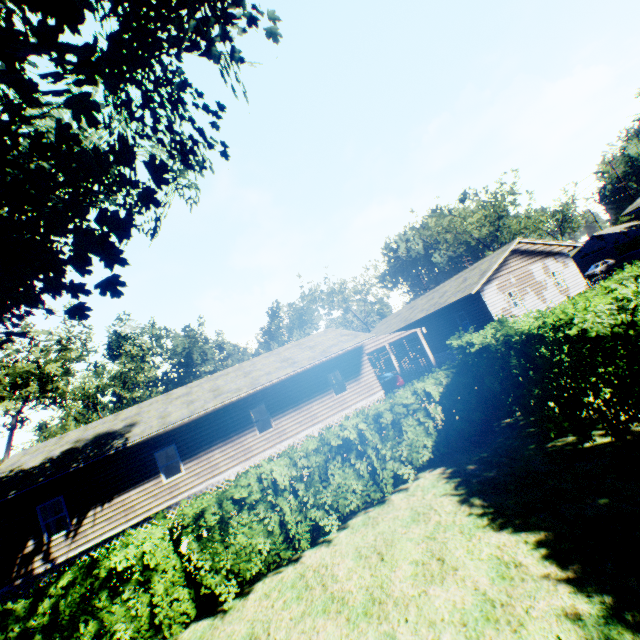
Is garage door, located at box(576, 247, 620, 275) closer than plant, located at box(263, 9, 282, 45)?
No

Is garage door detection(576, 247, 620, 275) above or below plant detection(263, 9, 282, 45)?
below

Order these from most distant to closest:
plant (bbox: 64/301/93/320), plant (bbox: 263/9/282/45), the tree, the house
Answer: the tree → the house → plant (bbox: 64/301/93/320) → plant (bbox: 263/9/282/45)

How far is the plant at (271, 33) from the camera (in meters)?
5.63

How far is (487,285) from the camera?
22.1 meters

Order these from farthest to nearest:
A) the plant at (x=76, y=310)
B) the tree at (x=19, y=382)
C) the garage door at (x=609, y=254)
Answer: the garage door at (x=609, y=254) → the tree at (x=19, y=382) → the plant at (x=76, y=310)

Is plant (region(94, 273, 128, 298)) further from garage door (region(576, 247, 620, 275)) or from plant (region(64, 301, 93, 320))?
garage door (region(576, 247, 620, 275))

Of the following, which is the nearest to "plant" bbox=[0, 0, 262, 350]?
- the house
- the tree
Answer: the tree
